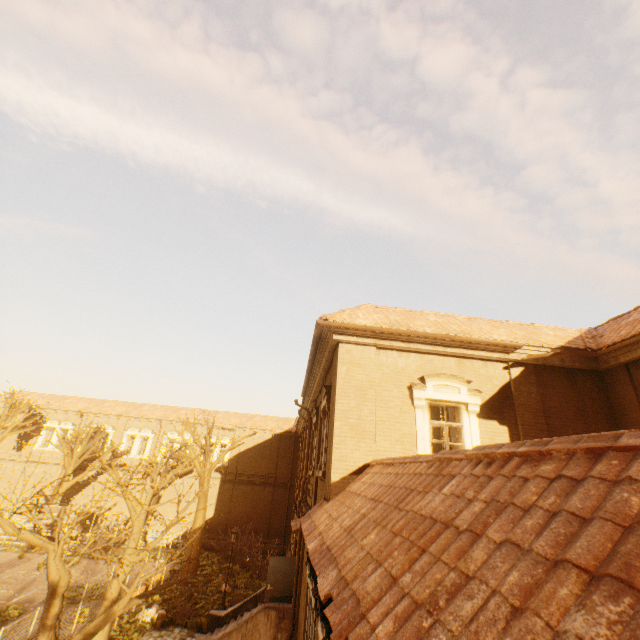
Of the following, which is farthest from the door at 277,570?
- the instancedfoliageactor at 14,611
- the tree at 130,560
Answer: the instancedfoliageactor at 14,611

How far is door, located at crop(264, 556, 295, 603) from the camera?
14.2m

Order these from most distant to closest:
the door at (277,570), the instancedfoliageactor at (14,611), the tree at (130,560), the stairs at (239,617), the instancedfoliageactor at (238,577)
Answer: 1. the instancedfoliageactor at (238,577)
2. the instancedfoliageactor at (14,611)
3. the door at (277,570)
4. the stairs at (239,617)
5. the tree at (130,560)

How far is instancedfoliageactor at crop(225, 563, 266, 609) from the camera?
Answer: 19.1 meters

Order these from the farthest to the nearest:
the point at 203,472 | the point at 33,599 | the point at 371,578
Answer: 1. the point at 203,472
2. the point at 33,599
3. the point at 371,578

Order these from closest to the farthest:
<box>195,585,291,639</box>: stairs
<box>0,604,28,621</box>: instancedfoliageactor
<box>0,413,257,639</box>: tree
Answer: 1. <box>0,413,257,639</box>: tree
2. <box>195,585,291,639</box>: stairs
3. <box>0,604,28,621</box>: instancedfoliageactor

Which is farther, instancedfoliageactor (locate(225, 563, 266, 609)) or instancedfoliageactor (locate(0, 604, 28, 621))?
instancedfoliageactor (locate(225, 563, 266, 609))

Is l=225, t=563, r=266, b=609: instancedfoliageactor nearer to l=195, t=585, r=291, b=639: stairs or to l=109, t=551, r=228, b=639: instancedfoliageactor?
l=109, t=551, r=228, b=639: instancedfoliageactor
